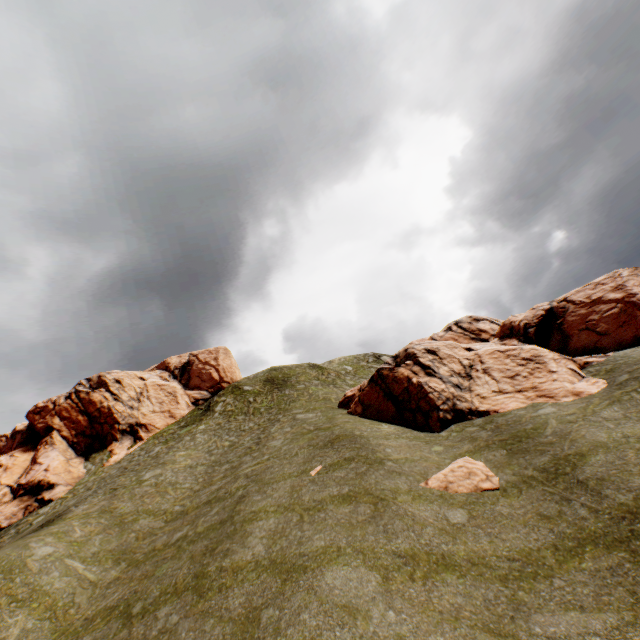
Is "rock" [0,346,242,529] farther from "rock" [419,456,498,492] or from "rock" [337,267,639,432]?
"rock" [419,456,498,492]

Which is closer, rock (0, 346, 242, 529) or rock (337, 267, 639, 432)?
rock (337, 267, 639, 432)

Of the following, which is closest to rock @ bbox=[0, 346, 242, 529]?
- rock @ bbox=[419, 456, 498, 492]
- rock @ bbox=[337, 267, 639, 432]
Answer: rock @ bbox=[337, 267, 639, 432]

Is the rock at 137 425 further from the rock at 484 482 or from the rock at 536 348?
the rock at 484 482

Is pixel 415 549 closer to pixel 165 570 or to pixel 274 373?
pixel 165 570

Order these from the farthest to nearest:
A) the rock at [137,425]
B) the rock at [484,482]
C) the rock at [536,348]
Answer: the rock at [137,425]
the rock at [536,348]
the rock at [484,482]

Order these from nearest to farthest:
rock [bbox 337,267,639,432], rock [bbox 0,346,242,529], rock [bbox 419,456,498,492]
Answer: rock [bbox 419,456,498,492]
rock [bbox 337,267,639,432]
rock [bbox 0,346,242,529]
